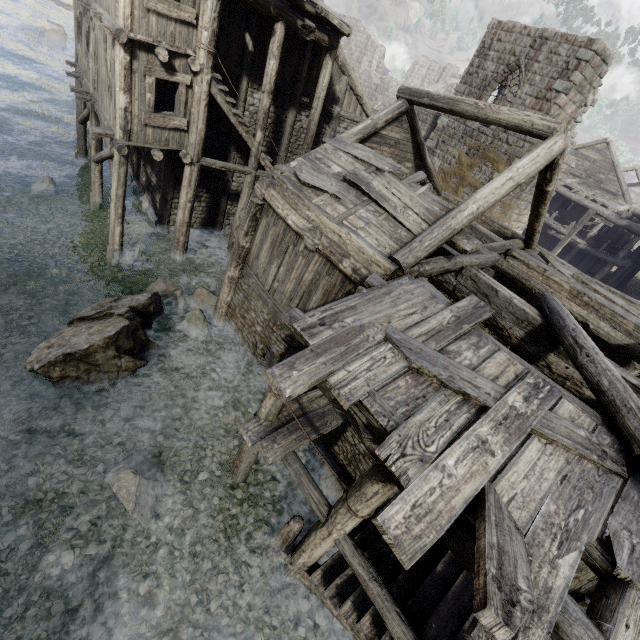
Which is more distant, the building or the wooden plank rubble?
the wooden plank rubble

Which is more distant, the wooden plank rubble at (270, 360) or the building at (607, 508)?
the wooden plank rubble at (270, 360)

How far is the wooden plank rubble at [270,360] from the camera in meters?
9.2 m

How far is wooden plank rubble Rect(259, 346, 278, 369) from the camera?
9.21m

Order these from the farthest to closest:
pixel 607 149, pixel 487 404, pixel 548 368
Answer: pixel 607 149 < pixel 548 368 < pixel 487 404

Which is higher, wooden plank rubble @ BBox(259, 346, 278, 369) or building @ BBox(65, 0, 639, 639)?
building @ BBox(65, 0, 639, 639)
